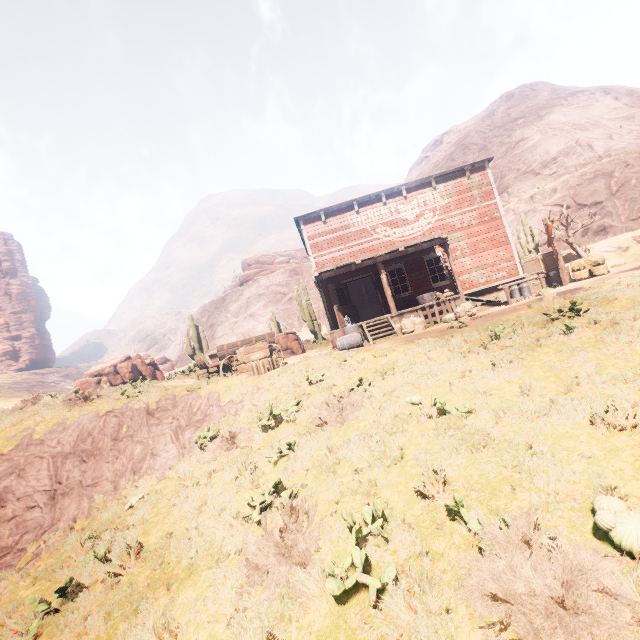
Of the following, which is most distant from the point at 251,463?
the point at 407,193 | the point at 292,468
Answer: the point at 407,193

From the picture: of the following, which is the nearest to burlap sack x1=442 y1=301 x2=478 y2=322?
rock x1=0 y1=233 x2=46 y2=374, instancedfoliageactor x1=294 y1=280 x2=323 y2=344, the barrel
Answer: the barrel

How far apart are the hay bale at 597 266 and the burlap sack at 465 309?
7.2 meters

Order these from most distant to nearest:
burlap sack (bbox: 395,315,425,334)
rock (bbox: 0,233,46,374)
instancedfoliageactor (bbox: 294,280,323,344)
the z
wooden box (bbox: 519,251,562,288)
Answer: rock (bbox: 0,233,46,374), instancedfoliageactor (bbox: 294,280,323,344), wooden box (bbox: 519,251,562,288), burlap sack (bbox: 395,315,425,334), the z

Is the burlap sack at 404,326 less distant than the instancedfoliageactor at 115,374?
No

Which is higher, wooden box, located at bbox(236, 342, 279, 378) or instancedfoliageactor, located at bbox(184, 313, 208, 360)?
instancedfoliageactor, located at bbox(184, 313, 208, 360)

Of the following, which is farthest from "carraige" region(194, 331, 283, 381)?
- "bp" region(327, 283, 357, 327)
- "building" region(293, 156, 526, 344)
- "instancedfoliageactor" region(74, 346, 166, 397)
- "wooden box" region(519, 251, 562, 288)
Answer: "wooden box" region(519, 251, 562, 288)

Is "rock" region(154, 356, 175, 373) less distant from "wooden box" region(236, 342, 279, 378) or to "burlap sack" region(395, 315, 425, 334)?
"wooden box" region(236, 342, 279, 378)
